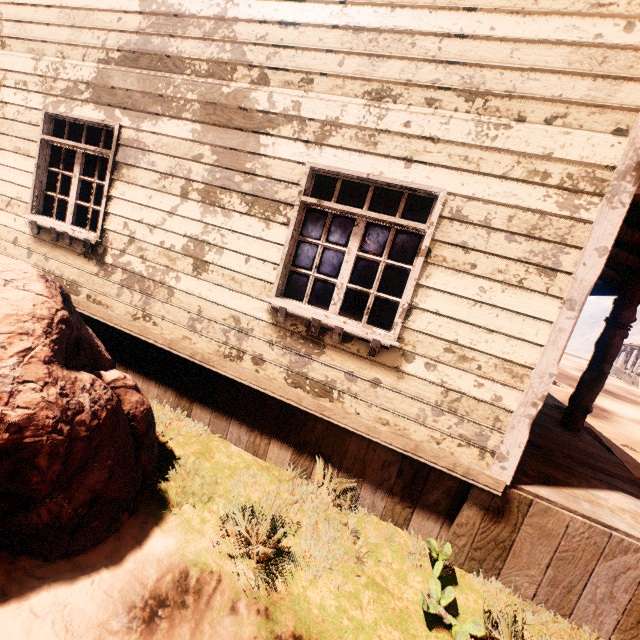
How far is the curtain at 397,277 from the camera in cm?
325

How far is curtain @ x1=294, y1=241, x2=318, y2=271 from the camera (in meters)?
3.52

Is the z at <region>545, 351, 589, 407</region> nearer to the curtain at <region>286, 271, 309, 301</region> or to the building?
the building

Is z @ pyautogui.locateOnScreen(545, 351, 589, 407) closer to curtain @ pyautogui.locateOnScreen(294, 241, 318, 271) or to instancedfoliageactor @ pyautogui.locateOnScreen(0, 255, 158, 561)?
instancedfoliageactor @ pyautogui.locateOnScreen(0, 255, 158, 561)

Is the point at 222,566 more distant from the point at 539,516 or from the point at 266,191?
the point at 266,191

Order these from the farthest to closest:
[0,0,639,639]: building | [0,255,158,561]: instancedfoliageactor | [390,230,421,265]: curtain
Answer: [390,230,421,265]: curtain < [0,0,639,639]: building < [0,255,158,561]: instancedfoliageactor

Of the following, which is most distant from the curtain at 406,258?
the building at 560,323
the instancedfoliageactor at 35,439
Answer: the instancedfoliageactor at 35,439
